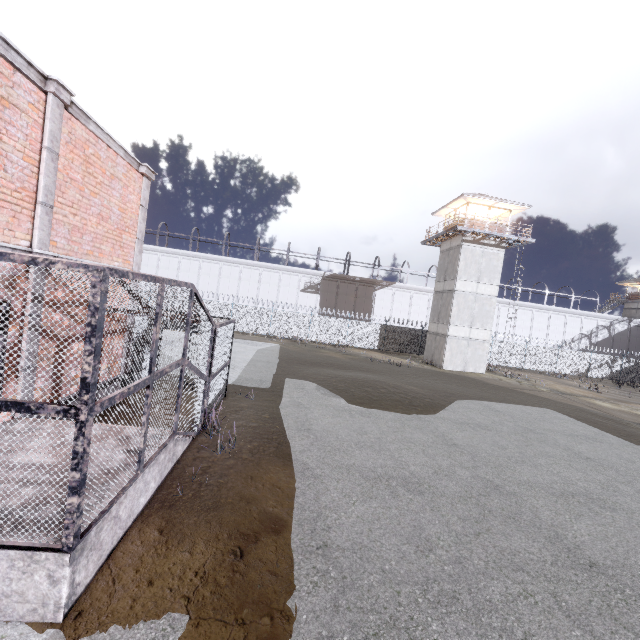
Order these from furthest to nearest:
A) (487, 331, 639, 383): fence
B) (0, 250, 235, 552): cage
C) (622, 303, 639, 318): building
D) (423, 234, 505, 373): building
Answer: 1. (622, 303, 639, 318): building
2. (487, 331, 639, 383): fence
3. (423, 234, 505, 373): building
4. (0, 250, 235, 552): cage

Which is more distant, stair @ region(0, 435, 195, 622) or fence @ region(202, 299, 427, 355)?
fence @ region(202, 299, 427, 355)

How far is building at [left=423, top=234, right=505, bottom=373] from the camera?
28.0m

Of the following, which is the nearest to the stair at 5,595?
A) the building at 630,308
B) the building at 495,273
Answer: the building at 495,273

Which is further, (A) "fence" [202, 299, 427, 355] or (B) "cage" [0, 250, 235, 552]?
(A) "fence" [202, 299, 427, 355]

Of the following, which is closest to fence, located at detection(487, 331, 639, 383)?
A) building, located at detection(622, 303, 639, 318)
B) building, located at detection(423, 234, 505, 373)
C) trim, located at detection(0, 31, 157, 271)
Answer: building, located at detection(423, 234, 505, 373)

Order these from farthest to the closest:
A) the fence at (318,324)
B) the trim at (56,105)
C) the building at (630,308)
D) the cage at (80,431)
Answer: the building at (630,308)
the fence at (318,324)
the trim at (56,105)
the cage at (80,431)

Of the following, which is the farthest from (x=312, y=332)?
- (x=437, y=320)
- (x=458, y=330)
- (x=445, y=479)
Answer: (x=445, y=479)
